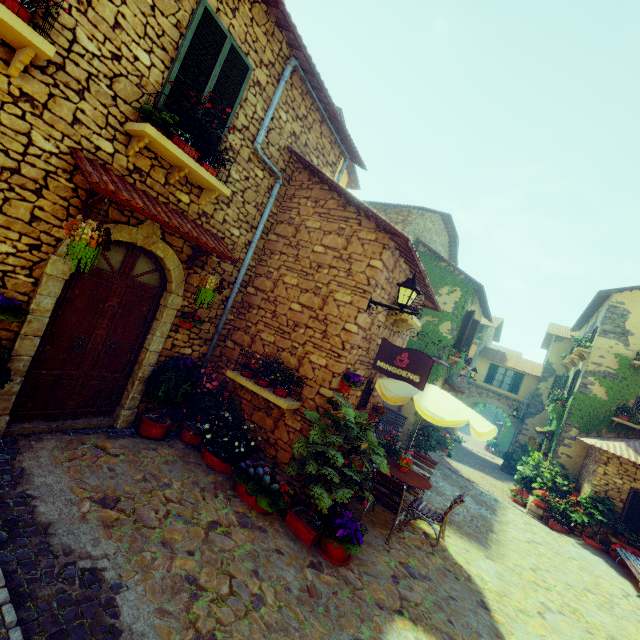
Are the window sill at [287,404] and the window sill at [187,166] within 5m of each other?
yes

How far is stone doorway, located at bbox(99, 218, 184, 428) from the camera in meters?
4.7

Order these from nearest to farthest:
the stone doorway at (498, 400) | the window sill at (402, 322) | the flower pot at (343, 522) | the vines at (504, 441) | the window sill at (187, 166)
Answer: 1. the window sill at (187, 166)
2. the flower pot at (343, 522)
3. the window sill at (402, 322)
4. the stone doorway at (498, 400)
5. the vines at (504, 441)

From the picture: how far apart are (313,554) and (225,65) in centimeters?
748cm

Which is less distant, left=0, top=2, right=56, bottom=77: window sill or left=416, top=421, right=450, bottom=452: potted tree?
left=0, top=2, right=56, bottom=77: window sill

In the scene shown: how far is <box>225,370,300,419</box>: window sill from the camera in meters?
5.6

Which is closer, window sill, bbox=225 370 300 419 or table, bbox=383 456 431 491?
window sill, bbox=225 370 300 419

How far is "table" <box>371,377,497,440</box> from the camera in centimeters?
580cm
